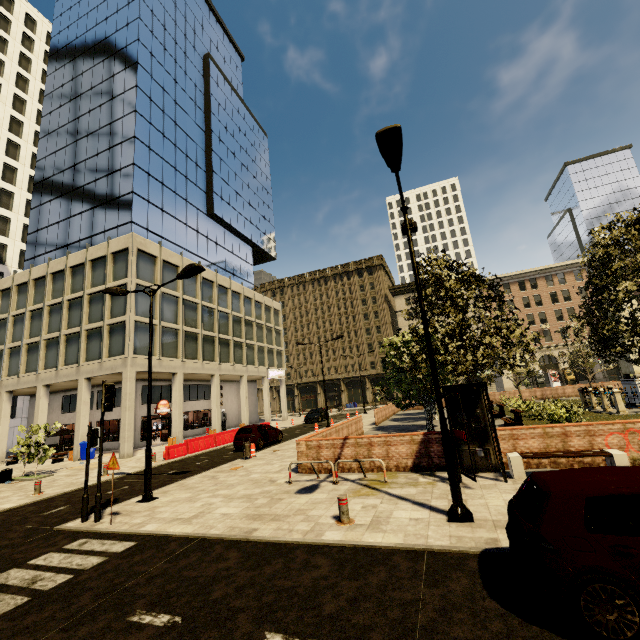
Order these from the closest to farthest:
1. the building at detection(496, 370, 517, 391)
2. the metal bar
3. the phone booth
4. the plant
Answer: the metal bar < the phone booth < the plant < the building at detection(496, 370, 517, 391)

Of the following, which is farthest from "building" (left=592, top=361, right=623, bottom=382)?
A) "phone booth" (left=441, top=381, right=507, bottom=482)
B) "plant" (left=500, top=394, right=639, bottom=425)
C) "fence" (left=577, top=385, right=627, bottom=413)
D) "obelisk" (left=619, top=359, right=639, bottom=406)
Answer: "obelisk" (left=619, top=359, right=639, bottom=406)

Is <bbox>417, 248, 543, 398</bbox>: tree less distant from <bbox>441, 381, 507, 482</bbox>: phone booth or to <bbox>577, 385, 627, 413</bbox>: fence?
<bbox>441, 381, 507, 482</bbox>: phone booth

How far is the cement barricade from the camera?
19.7m

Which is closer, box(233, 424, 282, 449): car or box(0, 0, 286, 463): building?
box(233, 424, 282, 449): car

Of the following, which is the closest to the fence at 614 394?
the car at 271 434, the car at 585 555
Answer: the car at 585 555

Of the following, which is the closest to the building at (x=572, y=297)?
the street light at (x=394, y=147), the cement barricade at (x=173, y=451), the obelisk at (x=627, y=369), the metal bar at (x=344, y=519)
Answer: the cement barricade at (x=173, y=451)

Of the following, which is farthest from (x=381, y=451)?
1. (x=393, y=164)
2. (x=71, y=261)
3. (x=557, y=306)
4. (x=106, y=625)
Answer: (x=557, y=306)
